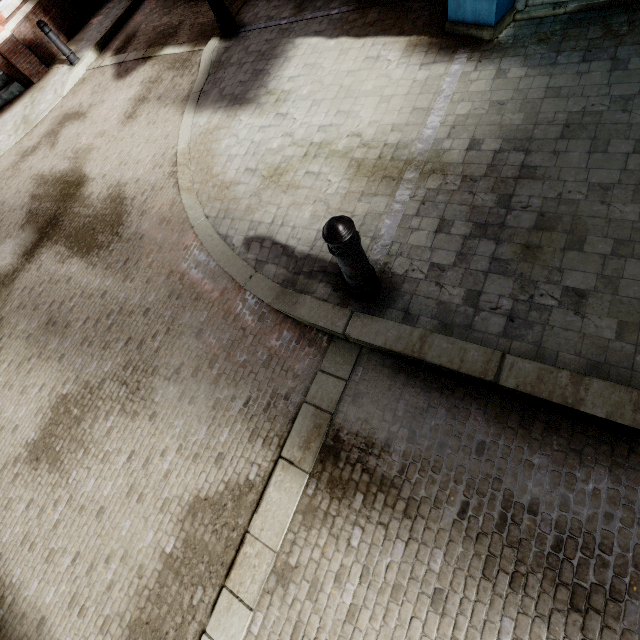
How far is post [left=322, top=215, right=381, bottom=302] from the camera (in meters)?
2.17

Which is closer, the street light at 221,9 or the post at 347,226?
the post at 347,226

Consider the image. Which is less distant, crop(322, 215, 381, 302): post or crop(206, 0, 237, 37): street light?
crop(322, 215, 381, 302): post

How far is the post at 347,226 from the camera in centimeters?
217cm

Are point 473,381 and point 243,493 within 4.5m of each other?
yes
